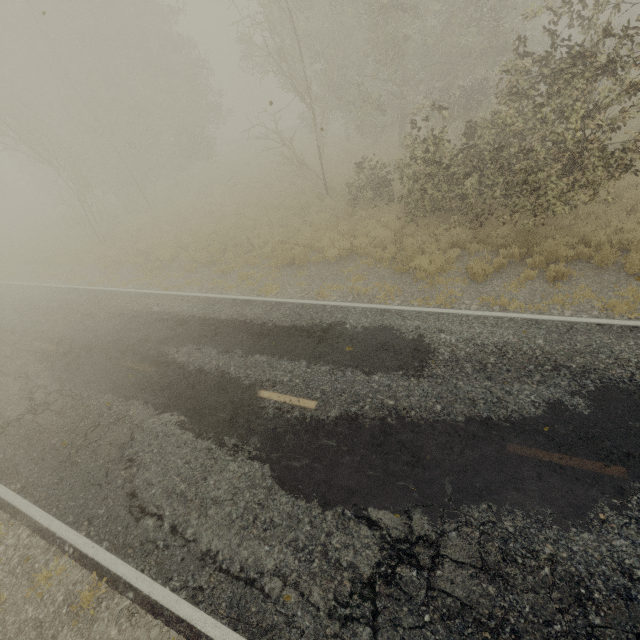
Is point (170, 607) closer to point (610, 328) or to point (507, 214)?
point (610, 328)
